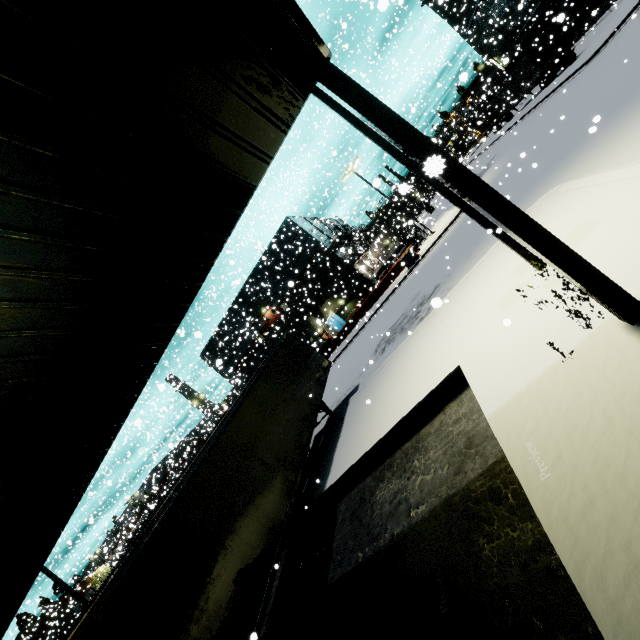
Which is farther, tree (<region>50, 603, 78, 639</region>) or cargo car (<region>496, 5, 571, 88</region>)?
tree (<region>50, 603, 78, 639</region>)

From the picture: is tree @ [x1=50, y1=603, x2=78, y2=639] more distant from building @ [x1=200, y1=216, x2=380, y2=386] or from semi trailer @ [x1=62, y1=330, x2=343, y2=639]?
semi trailer @ [x1=62, y1=330, x2=343, y2=639]

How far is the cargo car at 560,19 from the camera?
17.5m

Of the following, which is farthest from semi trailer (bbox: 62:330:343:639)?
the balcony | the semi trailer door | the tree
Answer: the balcony

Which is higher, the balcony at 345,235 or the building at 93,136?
the balcony at 345,235

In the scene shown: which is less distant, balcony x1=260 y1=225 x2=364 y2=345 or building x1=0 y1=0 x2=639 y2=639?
building x1=0 y1=0 x2=639 y2=639

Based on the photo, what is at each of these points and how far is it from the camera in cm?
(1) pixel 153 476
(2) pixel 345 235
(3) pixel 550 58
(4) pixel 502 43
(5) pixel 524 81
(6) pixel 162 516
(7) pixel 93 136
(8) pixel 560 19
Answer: (1) building, 3878
(2) balcony, 4159
(3) semi trailer door, 3012
(4) building, 5809
(5) semi trailer, 3450
(6) semi trailer, 651
(7) building, 315
(8) cargo car, 720

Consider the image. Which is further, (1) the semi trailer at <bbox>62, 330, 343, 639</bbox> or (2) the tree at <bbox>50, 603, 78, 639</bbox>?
(2) the tree at <bbox>50, 603, 78, 639</bbox>
